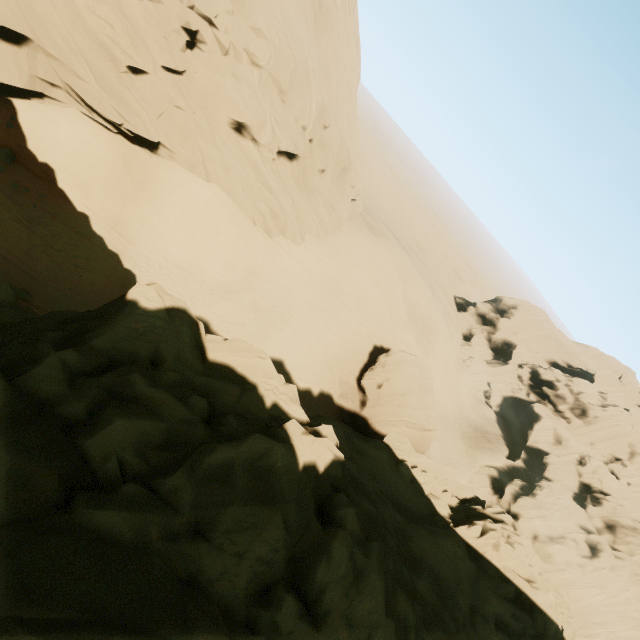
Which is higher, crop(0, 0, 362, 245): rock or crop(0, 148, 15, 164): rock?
crop(0, 0, 362, 245): rock

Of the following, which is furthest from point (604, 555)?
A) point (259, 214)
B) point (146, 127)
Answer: point (146, 127)

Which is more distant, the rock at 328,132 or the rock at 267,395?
the rock at 328,132

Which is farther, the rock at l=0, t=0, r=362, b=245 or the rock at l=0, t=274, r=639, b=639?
the rock at l=0, t=0, r=362, b=245
